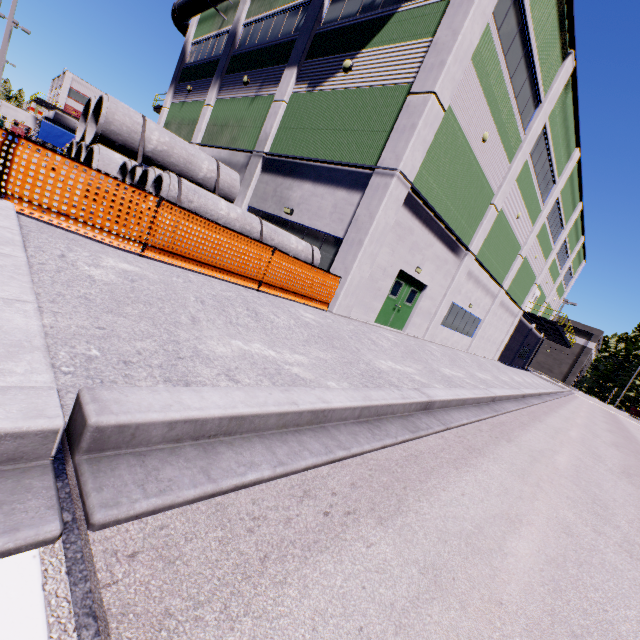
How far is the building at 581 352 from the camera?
55.97m

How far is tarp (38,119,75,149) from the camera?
33.1m

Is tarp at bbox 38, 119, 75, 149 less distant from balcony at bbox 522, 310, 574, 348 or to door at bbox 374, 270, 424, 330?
door at bbox 374, 270, 424, 330

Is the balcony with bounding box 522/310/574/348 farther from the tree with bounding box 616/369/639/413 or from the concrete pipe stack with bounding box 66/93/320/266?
the concrete pipe stack with bounding box 66/93/320/266

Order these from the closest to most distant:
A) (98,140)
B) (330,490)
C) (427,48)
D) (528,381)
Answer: (330,490), (427,48), (98,140), (528,381)

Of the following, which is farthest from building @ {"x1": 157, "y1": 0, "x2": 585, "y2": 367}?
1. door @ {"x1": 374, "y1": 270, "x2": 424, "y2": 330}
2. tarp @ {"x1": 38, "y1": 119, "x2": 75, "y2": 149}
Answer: tarp @ {"x1": 38, "y1": 119, "x2": 75, "y2": 149}

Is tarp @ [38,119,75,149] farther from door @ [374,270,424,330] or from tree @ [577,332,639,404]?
tree @ [577,332,639,404]

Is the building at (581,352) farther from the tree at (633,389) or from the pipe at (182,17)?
the tree at (633,389)
